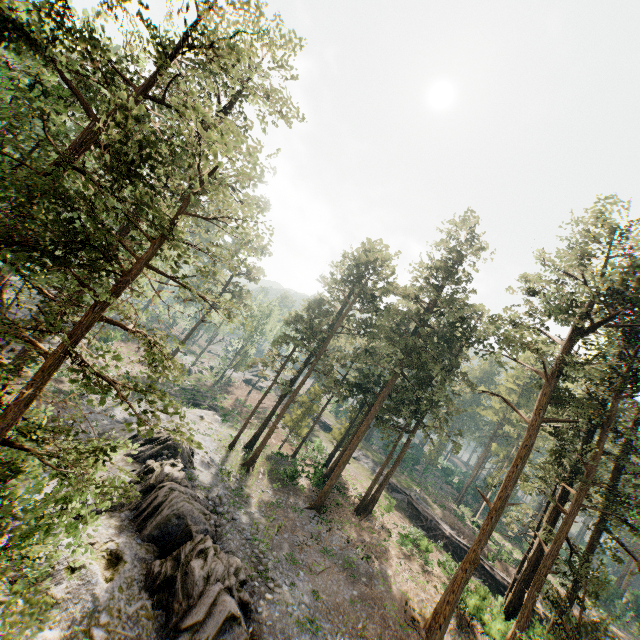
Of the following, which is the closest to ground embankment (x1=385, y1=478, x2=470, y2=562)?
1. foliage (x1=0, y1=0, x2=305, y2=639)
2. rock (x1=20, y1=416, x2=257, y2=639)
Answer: foliage (x1=0, y1=0, x2=305, y2=639)

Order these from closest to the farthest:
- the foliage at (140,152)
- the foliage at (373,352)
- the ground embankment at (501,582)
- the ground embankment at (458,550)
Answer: the foliage at (140,152) < the foliage at (373,352) < the ground embankment at (501,582) < the ground embankment at (458,550)

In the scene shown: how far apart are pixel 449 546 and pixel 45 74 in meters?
51.0 m

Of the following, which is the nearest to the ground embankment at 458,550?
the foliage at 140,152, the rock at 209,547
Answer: the foliage at 140,152

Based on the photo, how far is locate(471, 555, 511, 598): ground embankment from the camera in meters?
30.4

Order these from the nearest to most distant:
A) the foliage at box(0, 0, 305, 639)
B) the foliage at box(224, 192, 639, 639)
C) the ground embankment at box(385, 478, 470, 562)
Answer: the foliage at box(0, 0, 305, 639), the foliage at box(224, 192, 639, 639), the ground embankment at box(385, 478, 470, 562)

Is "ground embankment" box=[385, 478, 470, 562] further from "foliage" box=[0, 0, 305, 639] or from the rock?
the rock

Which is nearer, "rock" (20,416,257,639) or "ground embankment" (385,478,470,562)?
"rock" (20,416,257,639)
